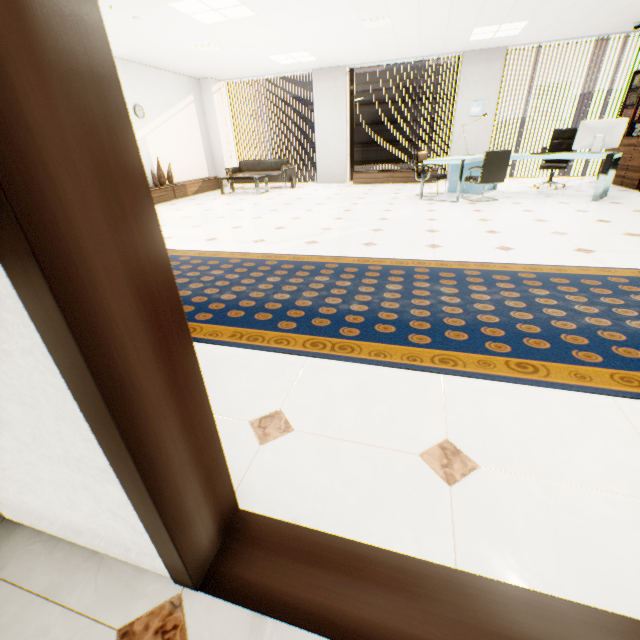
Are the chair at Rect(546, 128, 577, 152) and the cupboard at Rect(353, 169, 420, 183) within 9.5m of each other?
A: yes

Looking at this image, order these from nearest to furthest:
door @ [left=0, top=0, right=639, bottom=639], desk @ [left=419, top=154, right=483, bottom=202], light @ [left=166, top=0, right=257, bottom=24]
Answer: door @ [left=0, top=0, right=639, bottom=639], light @ [left=166, top=0, right=257, bottom=24], desk @ [left=419, top=154, right=483, bottom=202]

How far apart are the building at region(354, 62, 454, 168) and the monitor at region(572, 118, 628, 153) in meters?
60.2 m

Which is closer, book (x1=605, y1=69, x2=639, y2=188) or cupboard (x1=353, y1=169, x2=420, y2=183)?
book (x1=605, y1=69, x2=639, y2=188)

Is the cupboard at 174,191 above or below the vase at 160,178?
below

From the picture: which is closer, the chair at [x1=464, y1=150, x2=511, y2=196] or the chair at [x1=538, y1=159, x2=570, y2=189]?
the chair at [x1=464, y1=150, x2=511, y2=196]

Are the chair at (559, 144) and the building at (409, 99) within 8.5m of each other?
no

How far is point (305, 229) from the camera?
4.8 meters
